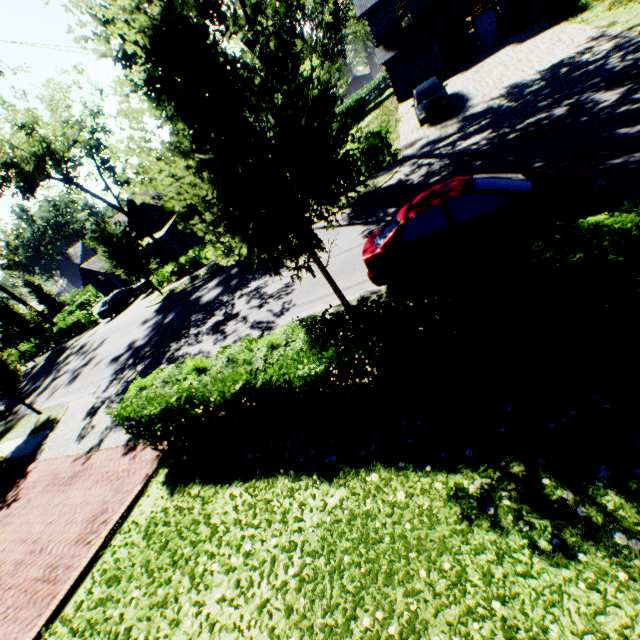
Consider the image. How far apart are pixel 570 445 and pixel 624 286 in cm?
177

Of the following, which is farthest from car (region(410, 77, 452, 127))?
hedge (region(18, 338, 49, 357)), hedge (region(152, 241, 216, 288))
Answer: hedge (region(18, 338, 49, 357))

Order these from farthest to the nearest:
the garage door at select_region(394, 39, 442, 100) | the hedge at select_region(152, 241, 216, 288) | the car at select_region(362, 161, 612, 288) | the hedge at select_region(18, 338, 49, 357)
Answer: the hedge at select_region(18, 338, 49, 357), the garage door at select_region(394, 39, 442, 100), the hedge at select_region(152, 241, 216, 288), the car at select_region(362, 161, 612, 288)

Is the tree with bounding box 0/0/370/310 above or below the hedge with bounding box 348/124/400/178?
above

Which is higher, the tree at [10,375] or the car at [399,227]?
the tree at [10,375]

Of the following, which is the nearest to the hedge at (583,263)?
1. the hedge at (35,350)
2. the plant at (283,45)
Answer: the hedge at (35,350)

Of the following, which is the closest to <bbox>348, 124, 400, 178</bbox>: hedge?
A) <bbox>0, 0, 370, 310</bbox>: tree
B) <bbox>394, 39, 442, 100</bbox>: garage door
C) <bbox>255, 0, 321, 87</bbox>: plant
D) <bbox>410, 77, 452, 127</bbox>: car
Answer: <bbox>0, 0, 370, 310</bbox>: tree

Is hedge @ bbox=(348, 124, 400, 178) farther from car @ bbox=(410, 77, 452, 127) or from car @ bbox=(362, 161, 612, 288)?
car @ bbox=(362, 161, 612, 288)
